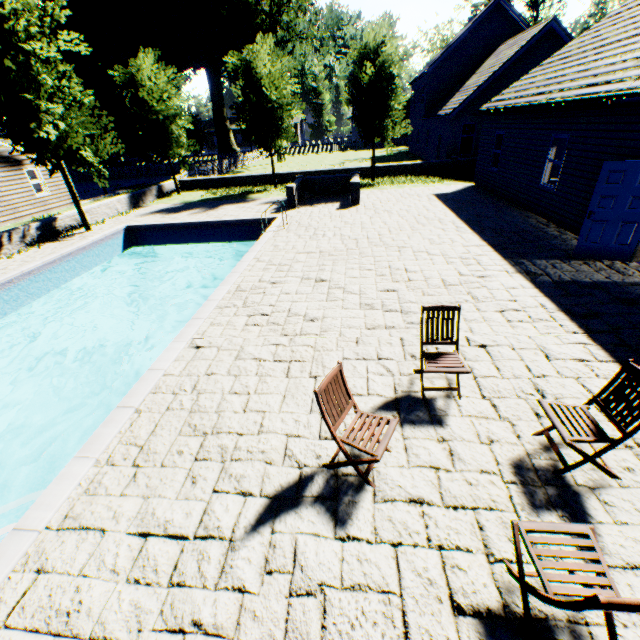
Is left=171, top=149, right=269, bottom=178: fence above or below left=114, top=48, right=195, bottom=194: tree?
below

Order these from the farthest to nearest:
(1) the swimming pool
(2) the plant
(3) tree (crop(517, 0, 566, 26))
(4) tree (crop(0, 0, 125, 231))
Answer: (3) tree (crop(517, 0, 566, 26)), (2) the plant, (4) tree (crop(0, 0, 125, 231)), (1) the swimming pool

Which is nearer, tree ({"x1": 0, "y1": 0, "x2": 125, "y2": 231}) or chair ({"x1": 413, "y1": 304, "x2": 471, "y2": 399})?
chair ({"x1": 413, "y1": 304, "x2": 471, "y2": 399})

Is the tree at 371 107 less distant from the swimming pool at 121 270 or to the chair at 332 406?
the swimming pool at 121 270

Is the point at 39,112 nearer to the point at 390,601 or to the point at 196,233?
the point at 196,233

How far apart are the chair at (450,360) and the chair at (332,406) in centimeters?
95cm

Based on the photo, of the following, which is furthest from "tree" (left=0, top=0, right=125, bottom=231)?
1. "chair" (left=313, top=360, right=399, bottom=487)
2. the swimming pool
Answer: "chair" (left=313, top=360, right=399, bottom=487)

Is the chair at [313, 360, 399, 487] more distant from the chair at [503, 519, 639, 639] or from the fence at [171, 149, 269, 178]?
the fence at [171, 149, 269, 178]
